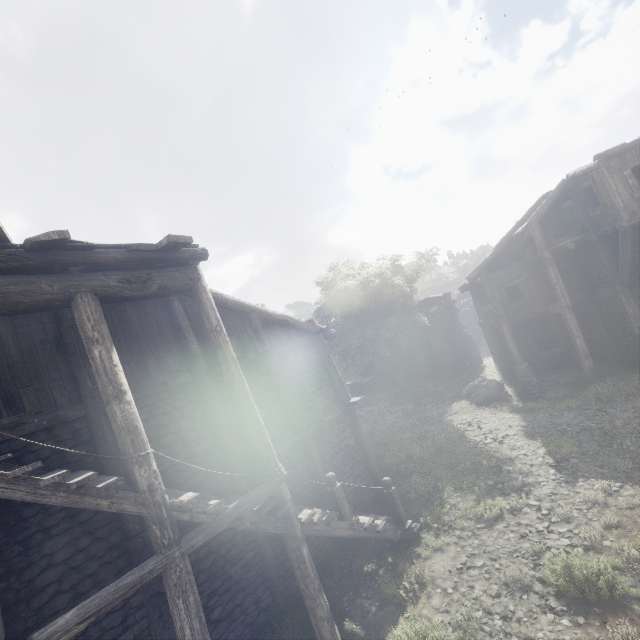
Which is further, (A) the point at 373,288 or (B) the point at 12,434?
(A) the point at 373,288

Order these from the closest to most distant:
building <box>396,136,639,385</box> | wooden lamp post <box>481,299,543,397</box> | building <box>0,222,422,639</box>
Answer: building <box>0,222,422,639</box>, building <box>396,136,639,385</box>, wooden lamp post <box>481,299,543,397</box>

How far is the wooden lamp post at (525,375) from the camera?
16.12m

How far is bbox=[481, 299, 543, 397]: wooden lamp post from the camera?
16.12m

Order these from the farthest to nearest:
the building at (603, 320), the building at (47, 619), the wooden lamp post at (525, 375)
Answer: the wooden lamp post at (525, 375), the building at (603, 320), the building at (47, 619)

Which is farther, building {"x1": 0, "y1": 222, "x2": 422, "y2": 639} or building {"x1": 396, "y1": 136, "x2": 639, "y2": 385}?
building {"x1": 396, "y1": 136, "x2": 639, "y2": 385}

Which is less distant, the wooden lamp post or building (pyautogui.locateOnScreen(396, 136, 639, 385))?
building (pyautogui.locateOnScreen(396, 136, 639, 385))
